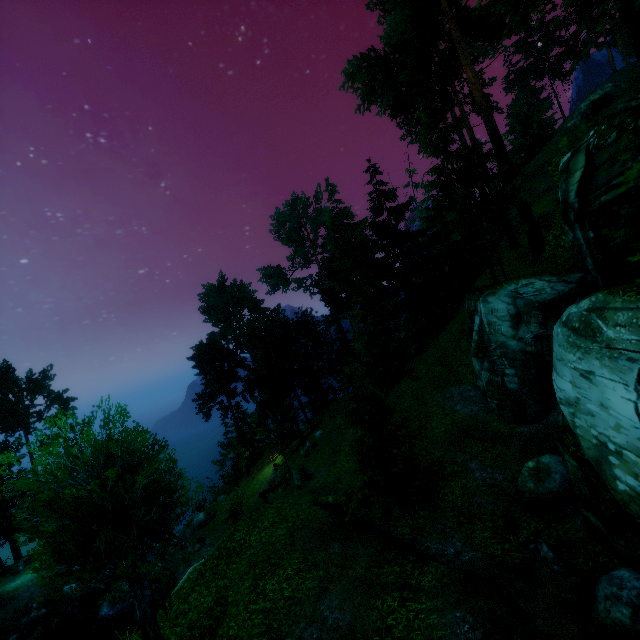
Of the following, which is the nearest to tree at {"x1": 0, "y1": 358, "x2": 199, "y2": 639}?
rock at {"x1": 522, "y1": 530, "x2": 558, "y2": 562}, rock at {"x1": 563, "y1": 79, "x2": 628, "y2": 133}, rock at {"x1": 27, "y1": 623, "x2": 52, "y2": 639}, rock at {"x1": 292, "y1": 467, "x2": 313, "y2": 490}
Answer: rock at {"x1": 292, "y1": 467, "x2": 313, "y2": 490}

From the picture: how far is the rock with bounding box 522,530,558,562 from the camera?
10.0m

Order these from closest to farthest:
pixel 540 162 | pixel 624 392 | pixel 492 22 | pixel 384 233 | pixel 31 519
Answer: pixel 624 392 → pixel 492 22 → pixel 384 233 → pixel 31 519 → pixel 540 162

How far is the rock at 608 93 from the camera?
30.4m

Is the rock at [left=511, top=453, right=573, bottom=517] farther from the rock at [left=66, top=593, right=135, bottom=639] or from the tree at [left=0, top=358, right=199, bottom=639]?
the rock at [left=66, top=593, right=135, bottom=639]

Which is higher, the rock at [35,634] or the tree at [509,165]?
the tree at [509,165]

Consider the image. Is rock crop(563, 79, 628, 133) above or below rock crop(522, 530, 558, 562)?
above

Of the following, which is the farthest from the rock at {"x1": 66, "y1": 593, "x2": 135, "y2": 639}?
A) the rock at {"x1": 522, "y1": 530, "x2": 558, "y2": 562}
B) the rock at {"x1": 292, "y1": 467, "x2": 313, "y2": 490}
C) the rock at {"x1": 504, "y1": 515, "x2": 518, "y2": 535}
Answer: the rock at {"x1": 522, "y1": 530, "x2": 558, "y2": 562}
